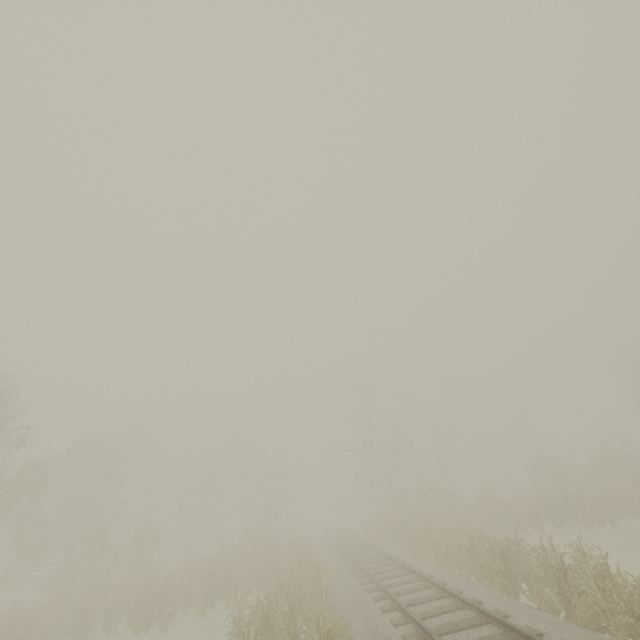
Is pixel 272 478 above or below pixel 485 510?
above
